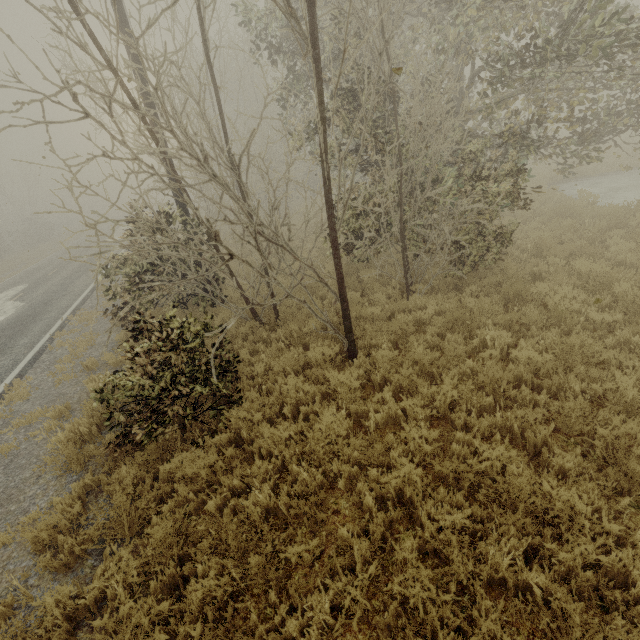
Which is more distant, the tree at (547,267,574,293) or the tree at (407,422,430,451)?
the tree at (547,267,574,293)

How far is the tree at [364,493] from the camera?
3.8 meters

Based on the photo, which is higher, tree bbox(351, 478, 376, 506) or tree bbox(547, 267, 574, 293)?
tree bbox(547, 267, 574, 293)

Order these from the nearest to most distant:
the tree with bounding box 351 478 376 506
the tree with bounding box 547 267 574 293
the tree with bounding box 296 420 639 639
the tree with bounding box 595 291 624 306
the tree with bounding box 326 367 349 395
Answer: the tree with bounding box 296 420 639 639, the tree with bounding box 351 478 376 506, the tree with bounding box 326 367 349 395, the tree with bounding box 595 291 624 306, the tree with bounding box 547 267 574 293

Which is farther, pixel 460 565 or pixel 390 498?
pixel 390 498

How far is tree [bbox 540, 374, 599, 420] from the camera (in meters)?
4.09
